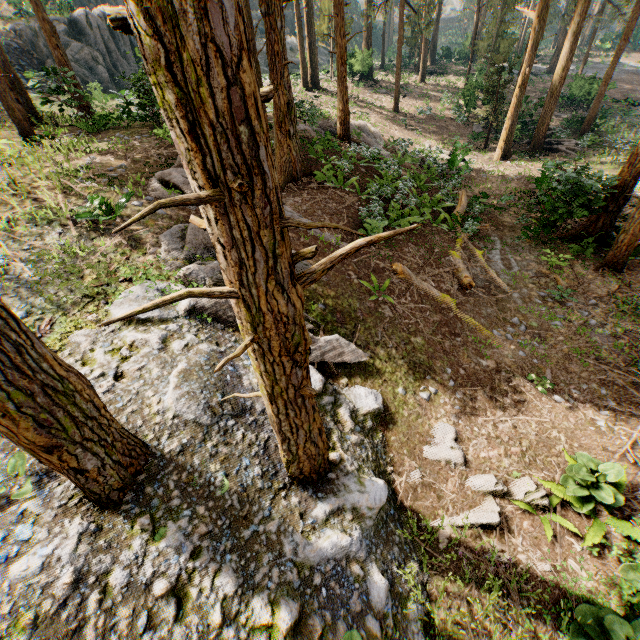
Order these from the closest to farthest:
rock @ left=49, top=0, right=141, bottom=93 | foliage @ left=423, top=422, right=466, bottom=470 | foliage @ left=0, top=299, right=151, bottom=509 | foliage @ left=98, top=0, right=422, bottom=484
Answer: foliage @ left=98, top=0, right=422, bottom=484, foliage @ left=0, top=299, right=151, bottom=509, foliage @ left=423, top=422, right=466, bottom=470, rock @ left=49, top=0, right=141, bottom=93

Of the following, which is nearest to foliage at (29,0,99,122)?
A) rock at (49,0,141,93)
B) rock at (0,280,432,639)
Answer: rock at (0,280,432,639)

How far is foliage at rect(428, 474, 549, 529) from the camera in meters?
6.1 m

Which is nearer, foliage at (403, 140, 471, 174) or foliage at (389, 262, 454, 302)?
foliage at (389, 262, 454, 302)

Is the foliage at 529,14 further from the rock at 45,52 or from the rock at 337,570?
the rock at 45,52

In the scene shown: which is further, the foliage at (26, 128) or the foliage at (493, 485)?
the foliage at (26, 128)

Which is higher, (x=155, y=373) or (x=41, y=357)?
(x=41, y=357)
